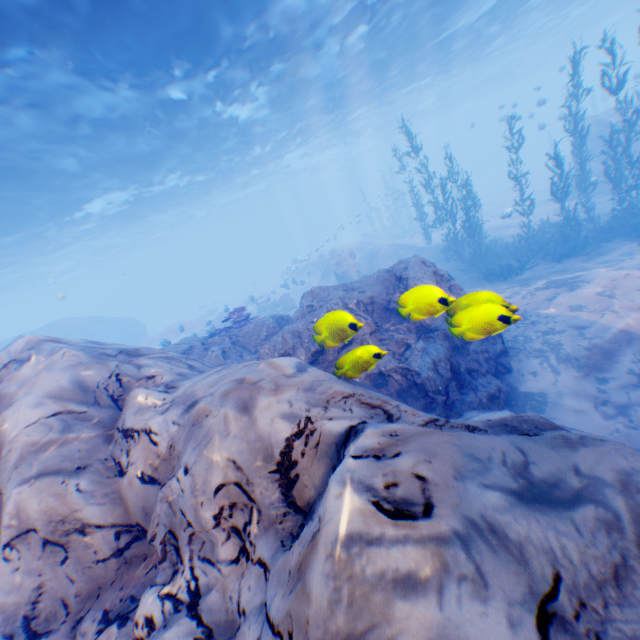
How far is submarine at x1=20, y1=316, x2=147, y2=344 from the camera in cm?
3173

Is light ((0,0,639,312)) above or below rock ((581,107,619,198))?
above

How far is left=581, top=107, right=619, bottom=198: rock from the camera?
19.8 meters

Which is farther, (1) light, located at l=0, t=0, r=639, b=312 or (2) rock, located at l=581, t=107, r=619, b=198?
(2) rock, located at l=581, t=107, r=619, b=198

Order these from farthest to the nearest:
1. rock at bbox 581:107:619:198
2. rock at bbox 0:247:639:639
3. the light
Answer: rock at bbox 581:107:619:198, the light, rock at bbox 0:247:639:639

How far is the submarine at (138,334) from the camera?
31.7m

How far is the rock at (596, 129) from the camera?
19.8m

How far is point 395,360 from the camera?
6.9 meters
